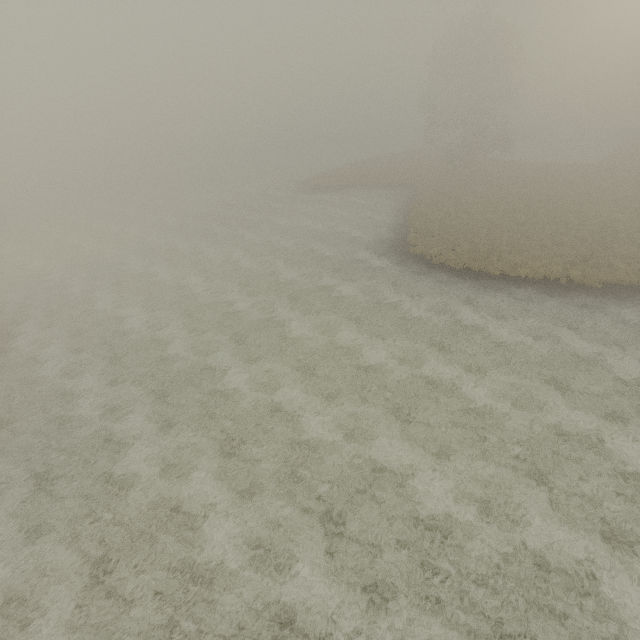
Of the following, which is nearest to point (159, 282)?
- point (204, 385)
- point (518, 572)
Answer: point (204, 385)
